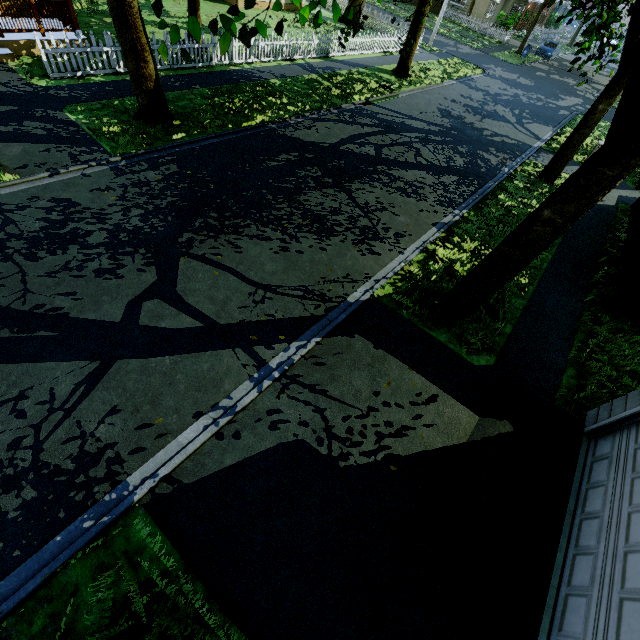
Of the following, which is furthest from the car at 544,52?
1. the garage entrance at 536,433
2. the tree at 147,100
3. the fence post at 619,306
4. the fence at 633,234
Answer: the garage entrance at 536,433

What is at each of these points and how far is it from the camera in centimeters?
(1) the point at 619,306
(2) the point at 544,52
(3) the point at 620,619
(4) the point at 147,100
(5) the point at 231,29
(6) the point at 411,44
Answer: (1) fence post, 779cm
(2) car, 3322cm
(3) garage door, 308cm
(4) tree, 893cm
(5) tree, 259cm
(6) tree, 1705cm

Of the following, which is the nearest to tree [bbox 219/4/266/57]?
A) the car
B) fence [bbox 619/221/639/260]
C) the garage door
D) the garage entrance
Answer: fence [bbox 619/221/639/260]

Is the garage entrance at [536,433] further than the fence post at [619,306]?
No

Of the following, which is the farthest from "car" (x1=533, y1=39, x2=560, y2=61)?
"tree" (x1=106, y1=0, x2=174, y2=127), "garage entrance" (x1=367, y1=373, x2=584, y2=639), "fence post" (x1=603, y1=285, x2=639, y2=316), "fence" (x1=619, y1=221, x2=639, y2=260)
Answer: "garage entrance" (x1=367, y1=373, x2=584, y2=639)

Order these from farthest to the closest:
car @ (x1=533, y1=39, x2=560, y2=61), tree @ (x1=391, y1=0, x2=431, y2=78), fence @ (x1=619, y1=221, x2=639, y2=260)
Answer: car @ (x1=533, y1=39, x2=560, y2=61), tree @ (x1=391, y1=0, x2=431, y2=78), fence @ (x1=619, y1=221, x2=639, y2=260)

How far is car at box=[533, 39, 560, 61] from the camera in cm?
3325

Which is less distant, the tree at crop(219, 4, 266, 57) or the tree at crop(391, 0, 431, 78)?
the tree at crop(219, 4, 266, 57)
